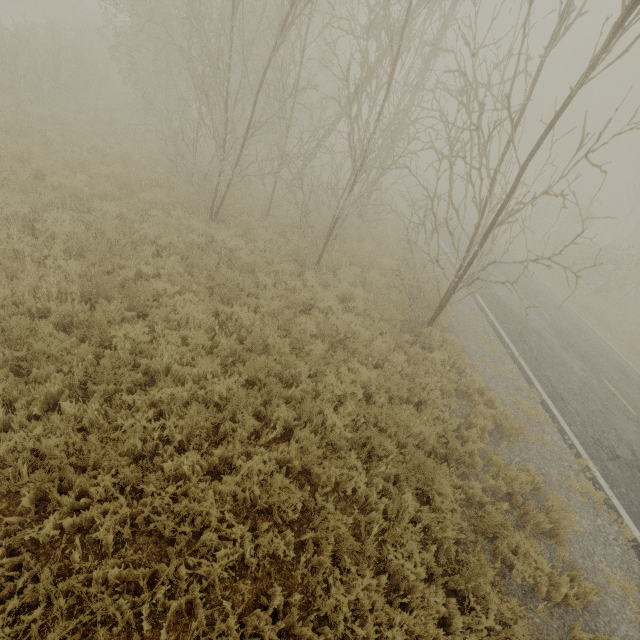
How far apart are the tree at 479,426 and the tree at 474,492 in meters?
1.3 m

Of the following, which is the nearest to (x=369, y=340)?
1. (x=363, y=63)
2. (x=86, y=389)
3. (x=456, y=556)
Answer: (x=456, y=556)

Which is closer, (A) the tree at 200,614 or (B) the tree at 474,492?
(A) the tree at 200,614

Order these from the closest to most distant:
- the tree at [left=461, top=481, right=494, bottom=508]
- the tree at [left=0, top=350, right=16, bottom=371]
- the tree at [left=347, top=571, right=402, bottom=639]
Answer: the tree at [left=347, top=571, right=402, bottom=639], the tree at [left=0, top=350, right=16, bottom=371], the tree at [left=461, top=481, right=494, bottom=508]

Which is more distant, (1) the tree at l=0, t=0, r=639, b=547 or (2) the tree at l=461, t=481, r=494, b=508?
(2) the tree at l=461, t=481, r=494, b=508

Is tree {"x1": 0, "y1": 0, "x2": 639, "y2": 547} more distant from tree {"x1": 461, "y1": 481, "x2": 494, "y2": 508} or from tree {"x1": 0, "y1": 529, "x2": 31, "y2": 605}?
tree {"x1": 461, "y1": 481, "x2": 494, "y2": 508}

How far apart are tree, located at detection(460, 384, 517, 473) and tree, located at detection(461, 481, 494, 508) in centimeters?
130cm
